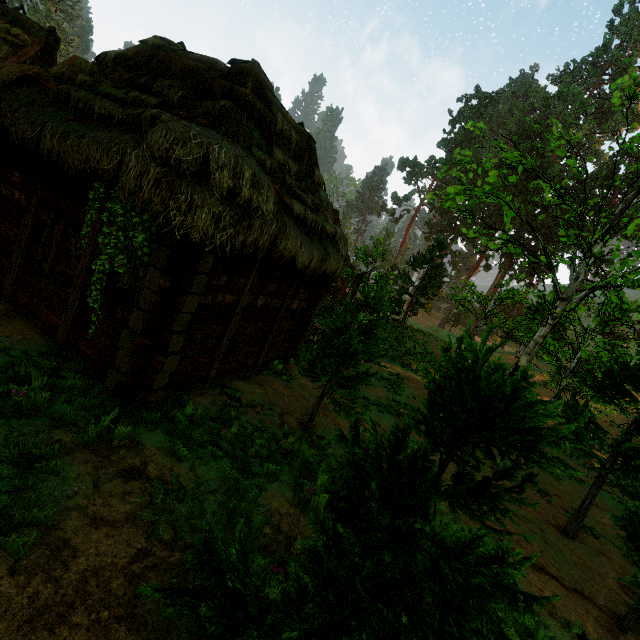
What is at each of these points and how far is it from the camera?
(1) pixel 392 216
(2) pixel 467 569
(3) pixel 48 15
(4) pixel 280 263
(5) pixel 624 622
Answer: (1) treerock, 59.6m
(2) treerock, 1.5m
(3) treerock, 59.1m
(4) building, 7.8m
(5) treerock, 5.8m

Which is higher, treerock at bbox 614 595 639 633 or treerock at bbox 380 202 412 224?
treerock at bbox 380 202 412 224

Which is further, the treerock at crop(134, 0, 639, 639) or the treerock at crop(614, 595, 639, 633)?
the treerock at crop(614, 595, 639, 633)

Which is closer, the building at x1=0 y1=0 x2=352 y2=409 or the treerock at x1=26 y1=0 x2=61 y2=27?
the building at x1=0 y1=0 x2=352 y2=409

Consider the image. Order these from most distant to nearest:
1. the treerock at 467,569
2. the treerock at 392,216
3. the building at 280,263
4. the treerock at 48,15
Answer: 1. the treerock at 48,15
2. the treerock at 392,216
3. the building at 280,263
4. the treerock at 467,569

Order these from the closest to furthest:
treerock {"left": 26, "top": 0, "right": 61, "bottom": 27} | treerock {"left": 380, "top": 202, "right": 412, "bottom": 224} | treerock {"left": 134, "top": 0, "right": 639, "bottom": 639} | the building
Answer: treerock {"left": 134, "top": 0, "right": 639, "bottom": 639}
the building
treerock {"left": 380, "top": 202, "right": 412, "bottom": 224}
treerock {"left": 26, "top": 0, "right": 61, "bottom": 27}

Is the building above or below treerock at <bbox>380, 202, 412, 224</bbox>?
below

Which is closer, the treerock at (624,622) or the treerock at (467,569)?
the treerock at (467,569)
